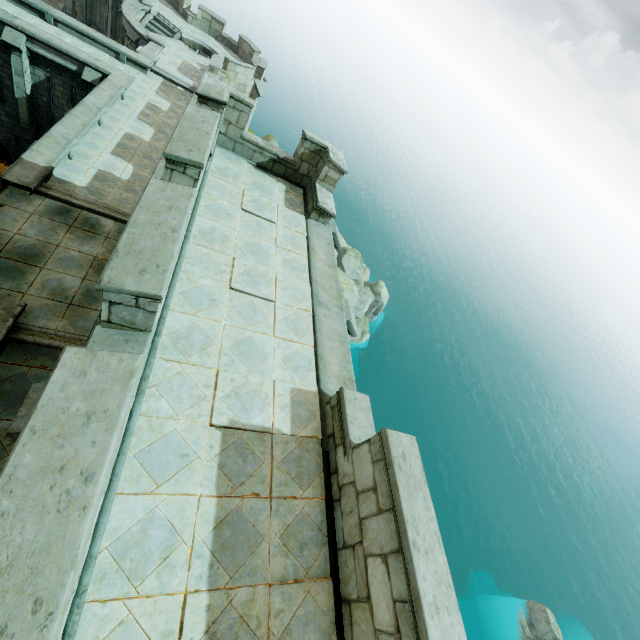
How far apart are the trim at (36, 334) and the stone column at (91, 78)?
14.0m

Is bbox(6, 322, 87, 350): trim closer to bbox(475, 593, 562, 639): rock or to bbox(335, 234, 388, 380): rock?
bbox(335, 234, 388, 380): rock

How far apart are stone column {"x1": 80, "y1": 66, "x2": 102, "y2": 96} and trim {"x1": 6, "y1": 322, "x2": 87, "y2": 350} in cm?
1402

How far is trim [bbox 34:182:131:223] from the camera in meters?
10.6 m

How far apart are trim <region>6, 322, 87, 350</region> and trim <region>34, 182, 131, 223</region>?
4.90m

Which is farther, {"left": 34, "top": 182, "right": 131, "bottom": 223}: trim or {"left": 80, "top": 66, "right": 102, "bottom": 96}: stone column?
{"left": 80, "top": 66, "right": 102, "bottom": 96}: stone column

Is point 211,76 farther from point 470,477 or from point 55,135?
point 470,477

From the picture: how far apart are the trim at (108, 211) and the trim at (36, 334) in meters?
4.9
